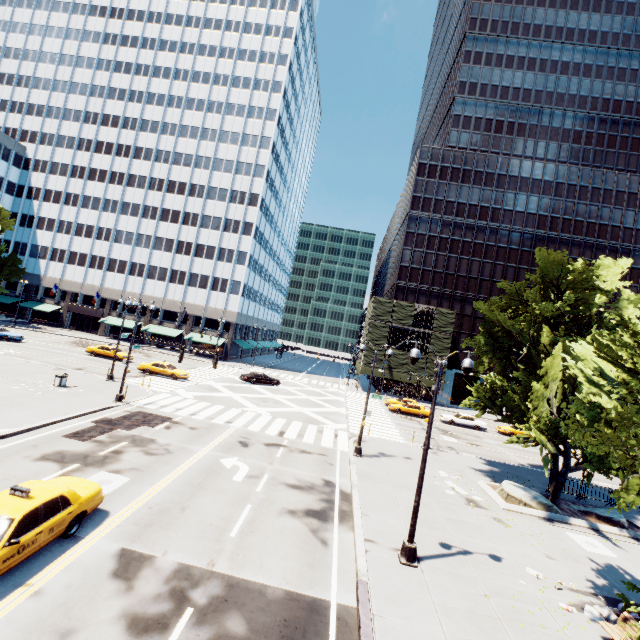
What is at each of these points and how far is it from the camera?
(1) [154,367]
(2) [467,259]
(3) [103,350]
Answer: (1) vehicle, 33.78m
(2) building, 56.25m
(3) vehicle, 38.25m

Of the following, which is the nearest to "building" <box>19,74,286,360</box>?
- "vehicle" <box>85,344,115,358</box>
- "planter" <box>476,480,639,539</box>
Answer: "vehicle" <box>85,344,115,358</box>

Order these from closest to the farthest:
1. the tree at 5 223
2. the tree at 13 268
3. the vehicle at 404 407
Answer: the vehicle at 404 407 < the tree at 5 223 < the tree at 13 268

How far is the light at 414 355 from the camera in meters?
11.4

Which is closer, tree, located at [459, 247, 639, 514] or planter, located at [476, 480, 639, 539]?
tree, located at [459, 247, 639, 514]

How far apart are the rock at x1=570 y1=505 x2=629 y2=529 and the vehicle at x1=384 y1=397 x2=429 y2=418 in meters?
19.9

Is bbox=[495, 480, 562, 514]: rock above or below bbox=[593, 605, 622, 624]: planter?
above

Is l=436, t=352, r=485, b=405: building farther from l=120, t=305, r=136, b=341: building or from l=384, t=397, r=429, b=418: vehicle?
l=120, t=305, r=136, b=341: building
